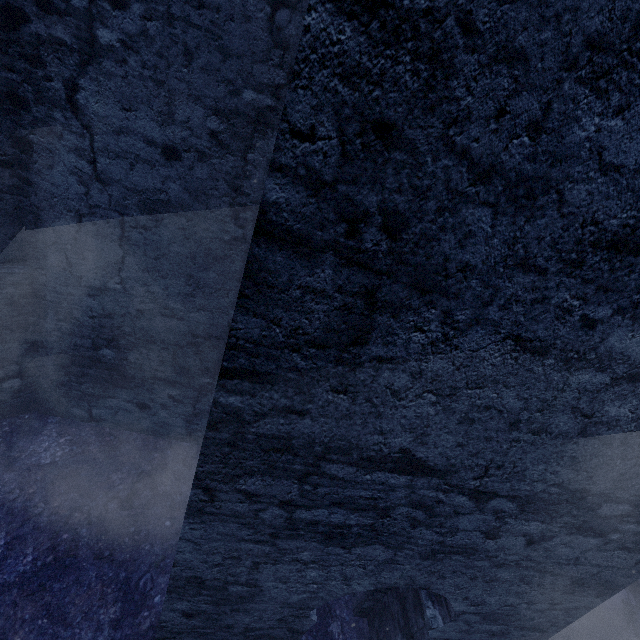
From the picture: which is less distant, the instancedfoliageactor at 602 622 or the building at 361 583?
the building at 361 583

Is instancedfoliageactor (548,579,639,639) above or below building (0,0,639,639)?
below

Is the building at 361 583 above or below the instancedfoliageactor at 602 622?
above

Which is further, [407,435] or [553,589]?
[553,589]

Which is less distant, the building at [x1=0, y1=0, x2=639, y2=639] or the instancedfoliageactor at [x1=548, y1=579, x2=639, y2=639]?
the building at [x1=0, y1=0, x2=639, y2=639]
